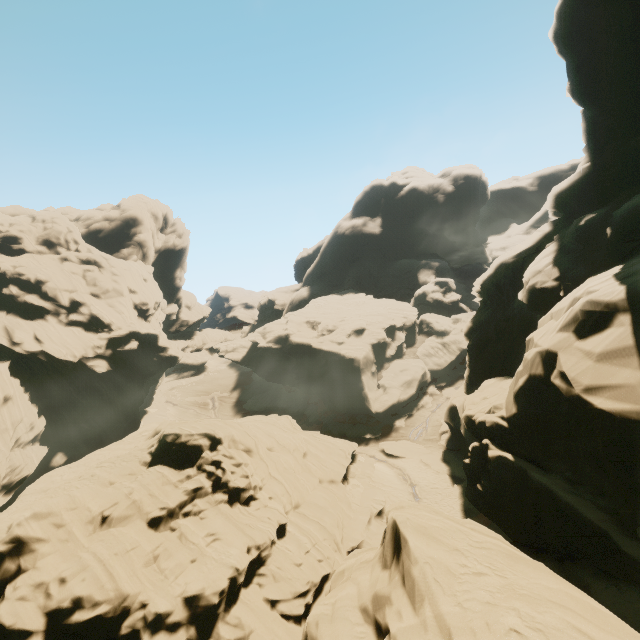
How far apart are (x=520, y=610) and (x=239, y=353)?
54.07m
